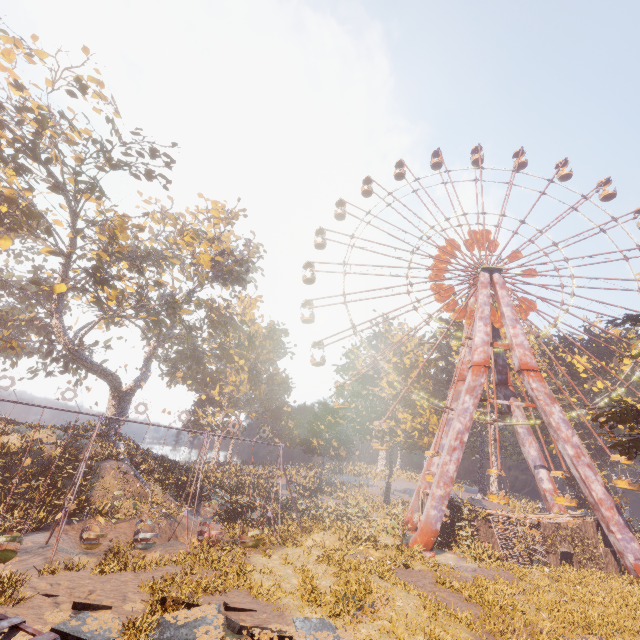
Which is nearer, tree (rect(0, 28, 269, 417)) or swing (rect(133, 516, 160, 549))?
swing (rect(133, 516, 160, 549))

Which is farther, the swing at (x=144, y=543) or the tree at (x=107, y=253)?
the tree at (x=107, y=253)

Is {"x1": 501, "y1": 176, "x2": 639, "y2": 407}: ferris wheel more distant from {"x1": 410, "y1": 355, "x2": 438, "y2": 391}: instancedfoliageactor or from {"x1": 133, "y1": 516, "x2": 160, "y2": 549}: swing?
{"x1": 133, "y1": 516, "x2": 160, "y2": 549}: swing

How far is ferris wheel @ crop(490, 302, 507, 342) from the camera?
33.91m

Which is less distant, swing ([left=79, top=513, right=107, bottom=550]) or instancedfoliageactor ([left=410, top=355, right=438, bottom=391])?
swing ([left=79, top=513, right=107, bottom=550])

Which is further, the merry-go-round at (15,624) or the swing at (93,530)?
the swing at (93,530)

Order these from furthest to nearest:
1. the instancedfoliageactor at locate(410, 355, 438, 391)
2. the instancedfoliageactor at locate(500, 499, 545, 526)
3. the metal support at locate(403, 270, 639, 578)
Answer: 1. the instancedfoliageactor at locate(410, 355, 438, 391)
2. the instancedfoliageactor at locate(500, 499, 545, 526)
3. the metal support at locate(403, 270, 639, 578)

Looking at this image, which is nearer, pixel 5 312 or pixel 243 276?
pixel 5 312
